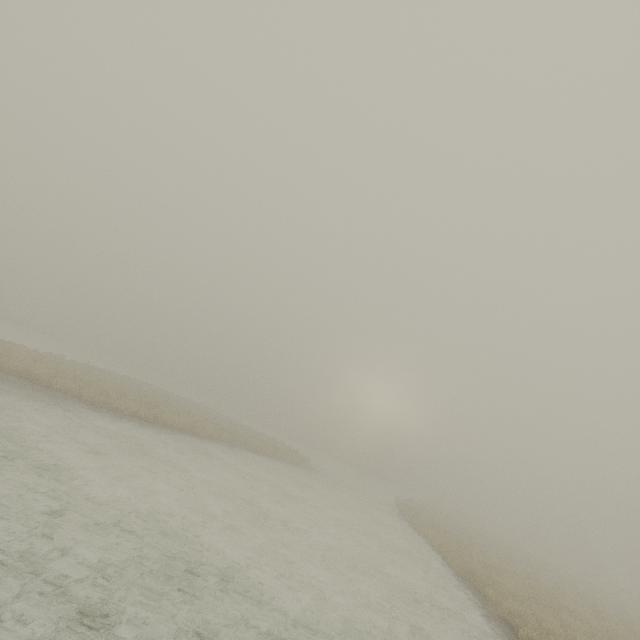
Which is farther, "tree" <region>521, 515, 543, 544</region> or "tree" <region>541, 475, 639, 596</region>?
"tree" <region>521, 515, 543, 544</region>

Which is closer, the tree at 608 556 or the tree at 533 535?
the tree at 608 556

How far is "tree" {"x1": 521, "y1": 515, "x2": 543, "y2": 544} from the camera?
58.3 meters

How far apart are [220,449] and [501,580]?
15.6m

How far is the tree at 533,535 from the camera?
58.28m
